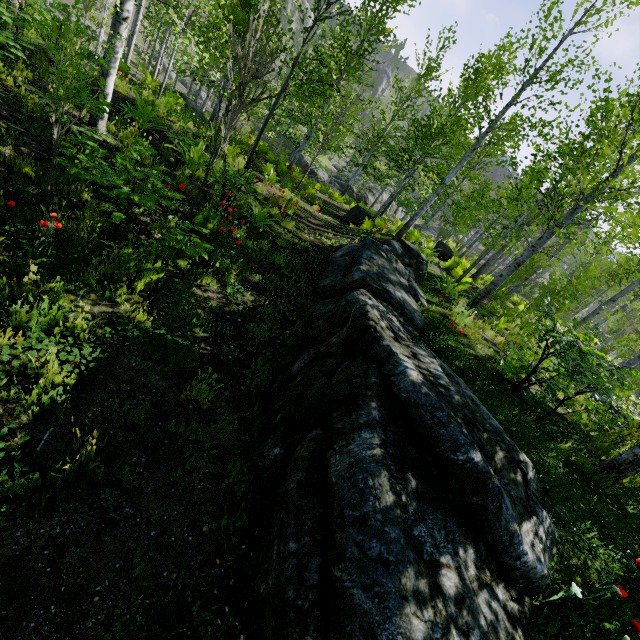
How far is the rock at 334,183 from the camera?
31.1 meters

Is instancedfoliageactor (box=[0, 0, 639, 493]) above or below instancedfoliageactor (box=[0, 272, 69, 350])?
above

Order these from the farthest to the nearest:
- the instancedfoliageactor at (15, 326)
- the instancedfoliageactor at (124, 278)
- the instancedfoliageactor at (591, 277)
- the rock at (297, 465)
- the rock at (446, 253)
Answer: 1. the rock at (446, 253)
2. the instancedfoliageactor at (591, 277)
3. the instancedfoliageactor at (124, 278)
4. the instancedfoliageactor at (15, 326)
5. the rock at (297, 465)

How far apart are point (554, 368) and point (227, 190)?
6.8m

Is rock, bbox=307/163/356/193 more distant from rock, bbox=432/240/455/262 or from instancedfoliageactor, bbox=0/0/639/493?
rock, bbox=432/240/455/262

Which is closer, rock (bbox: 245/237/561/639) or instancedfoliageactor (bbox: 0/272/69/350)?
rock (bbox: 245/237/561/639)

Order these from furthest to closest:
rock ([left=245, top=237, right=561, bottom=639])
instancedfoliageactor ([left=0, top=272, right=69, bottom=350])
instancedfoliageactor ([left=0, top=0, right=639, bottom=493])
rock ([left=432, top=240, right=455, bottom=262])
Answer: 1. rock ([left=432, top=240, right=455, bottom=262])
2. instancedfoliageactor ([left=0, top=0, right=639, bottom=493])
3. instancedfoliageactor ([left=0, top=272, right=69, bottom=350])
4. rock ([left=245, top=237, right=561, bottom=639])

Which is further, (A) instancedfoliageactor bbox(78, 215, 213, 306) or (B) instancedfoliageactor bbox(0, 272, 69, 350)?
(A) instancedfoliageactor bbox(78, 215, 213, 306)
